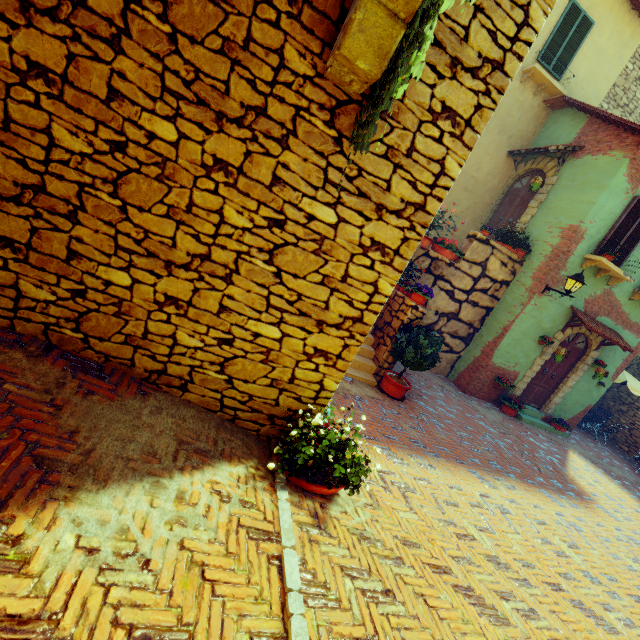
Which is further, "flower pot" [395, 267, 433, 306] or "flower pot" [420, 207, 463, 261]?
"flower pot" [420, 207, 463, 261]

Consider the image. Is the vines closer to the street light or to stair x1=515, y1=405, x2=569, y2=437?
the street light

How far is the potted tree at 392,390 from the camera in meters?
6.5 m

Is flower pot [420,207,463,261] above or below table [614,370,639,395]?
above

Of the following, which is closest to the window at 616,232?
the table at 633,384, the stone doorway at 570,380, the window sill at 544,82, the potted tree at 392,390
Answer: the stone doorway at 570,380

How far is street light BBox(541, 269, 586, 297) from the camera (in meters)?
8.12

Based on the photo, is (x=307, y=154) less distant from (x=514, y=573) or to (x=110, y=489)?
(x=110, y=489)

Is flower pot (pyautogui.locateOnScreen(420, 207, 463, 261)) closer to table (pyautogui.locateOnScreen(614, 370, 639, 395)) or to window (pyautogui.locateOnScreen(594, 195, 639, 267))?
window (pyautogui.locateOnScreen(594, 195, 639, 267))
